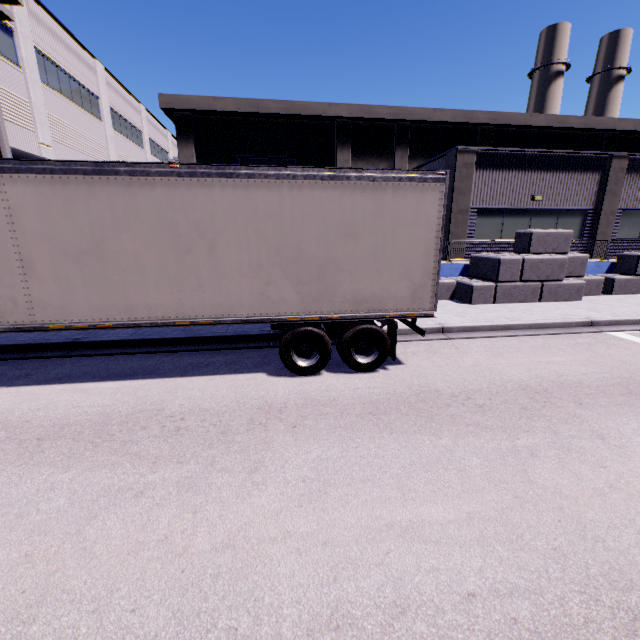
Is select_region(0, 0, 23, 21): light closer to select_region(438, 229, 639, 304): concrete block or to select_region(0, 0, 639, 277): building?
select_region(0, 0, 639, 277): building

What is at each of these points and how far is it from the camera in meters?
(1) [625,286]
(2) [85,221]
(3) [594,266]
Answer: (1) concrete block, 14.4 m
(2) semi trailer, 5.4 m
(3) building, 15.1 m

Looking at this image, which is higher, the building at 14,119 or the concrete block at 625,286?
the building at 14,119

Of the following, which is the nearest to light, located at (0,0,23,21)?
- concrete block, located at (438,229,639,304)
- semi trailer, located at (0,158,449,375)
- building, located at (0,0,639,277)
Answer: semi trailer, located at (0,158,449,375)

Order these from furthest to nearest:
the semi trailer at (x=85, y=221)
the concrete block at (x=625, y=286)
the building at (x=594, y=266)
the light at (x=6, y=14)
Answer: →
the building at (x=594, y=266)
the concrete block at (x=625, y=286)
the light at (x=6, y=14)
the semi trailer at (x=85, y=221)

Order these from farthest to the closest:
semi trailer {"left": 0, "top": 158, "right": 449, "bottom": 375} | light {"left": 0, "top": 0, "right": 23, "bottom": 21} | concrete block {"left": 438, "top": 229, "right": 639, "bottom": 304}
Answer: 1. concrete block {"left": 438, "top": 229, "right": 639, "bottom": 304}
2. light {"left": 0, "top": 0, "right": 23, "bottom": 21}
3. semi trailer {"left": 0, "top": 158, "right": 449, "bottom": 375}

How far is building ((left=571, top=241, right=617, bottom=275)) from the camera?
15.1 meters
